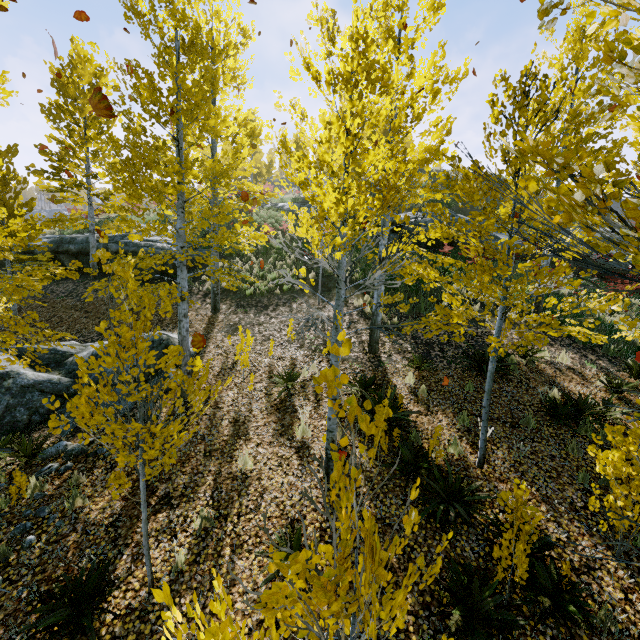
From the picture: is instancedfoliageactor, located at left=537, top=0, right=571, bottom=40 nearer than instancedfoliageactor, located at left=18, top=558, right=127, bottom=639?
Yes

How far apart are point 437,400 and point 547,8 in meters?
7.3 m

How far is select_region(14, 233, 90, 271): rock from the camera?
16.3m

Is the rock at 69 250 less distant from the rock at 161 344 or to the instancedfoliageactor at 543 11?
the rock at 161 344

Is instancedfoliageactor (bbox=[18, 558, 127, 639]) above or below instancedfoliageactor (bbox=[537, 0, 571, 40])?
below

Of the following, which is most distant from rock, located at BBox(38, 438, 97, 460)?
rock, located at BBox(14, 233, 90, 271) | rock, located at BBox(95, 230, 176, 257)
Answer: rock, located at BBox(14, 233, 90, 271)

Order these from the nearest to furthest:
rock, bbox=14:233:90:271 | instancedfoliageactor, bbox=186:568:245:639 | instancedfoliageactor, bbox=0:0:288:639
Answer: instancedfoliageactor, bbox=186:568:245:639 < instancedfoliageactor, bbox=0:0:288:639 < rock, bbox=14:233:90:271

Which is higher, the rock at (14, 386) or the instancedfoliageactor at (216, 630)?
the instancedfoliageactor at (216, 630)
